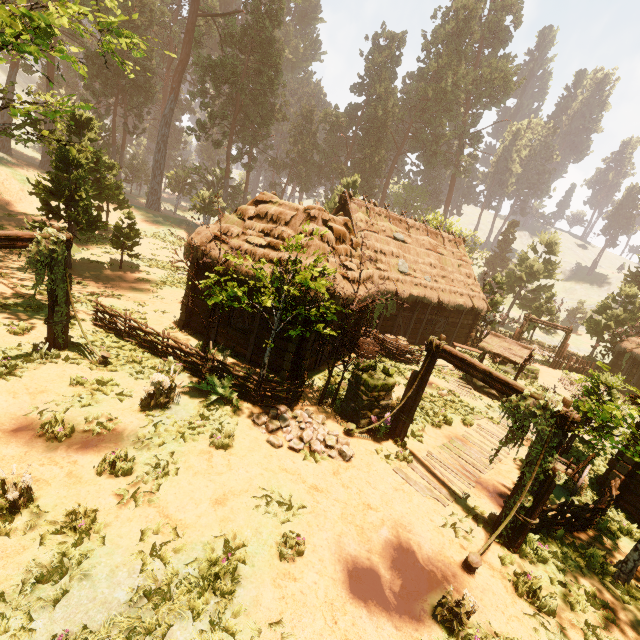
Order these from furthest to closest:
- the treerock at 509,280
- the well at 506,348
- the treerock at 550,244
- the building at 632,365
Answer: the treerock at 550,244
the treerock at 509,280
the building at 632,365
the well at 506,348

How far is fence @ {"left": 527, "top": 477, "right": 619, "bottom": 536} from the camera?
7.8m

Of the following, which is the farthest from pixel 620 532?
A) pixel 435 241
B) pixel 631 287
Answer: pixel 631 287

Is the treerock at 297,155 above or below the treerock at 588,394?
above

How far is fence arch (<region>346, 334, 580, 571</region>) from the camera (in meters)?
6.79

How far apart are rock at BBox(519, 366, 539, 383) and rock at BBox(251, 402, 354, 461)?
16.3 meters

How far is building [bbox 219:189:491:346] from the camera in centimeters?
1223cm

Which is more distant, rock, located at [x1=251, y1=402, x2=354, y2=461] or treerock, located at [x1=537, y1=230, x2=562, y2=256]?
treerock, located at [x1=537, y1=230, x2=562, y2=256]
